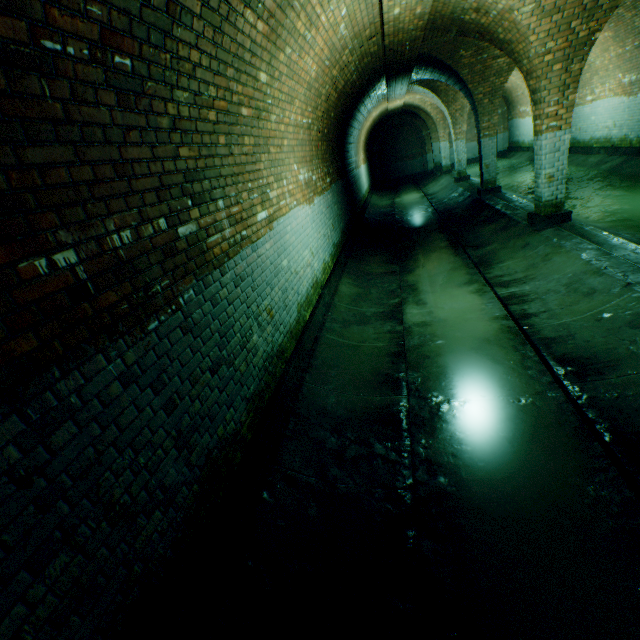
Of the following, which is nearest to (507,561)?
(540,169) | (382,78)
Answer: (540,169)
